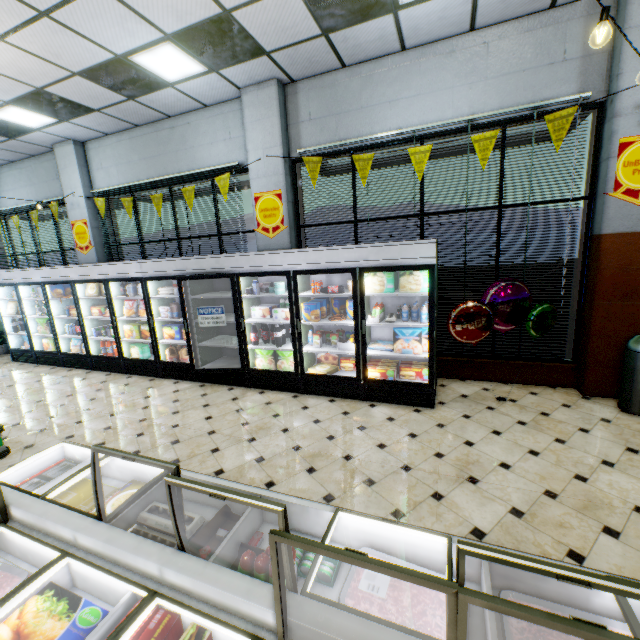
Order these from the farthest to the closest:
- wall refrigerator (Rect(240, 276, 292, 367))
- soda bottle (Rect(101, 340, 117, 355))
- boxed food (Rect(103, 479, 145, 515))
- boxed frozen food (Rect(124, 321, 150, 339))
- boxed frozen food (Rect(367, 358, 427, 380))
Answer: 1. soda bottle (Rect(101, 340, 117, 355))
2. boxed frozen food (Rect(124, 321, 150, 339))
3. wall refrigerator (Rect(240, 276, 292, 367))
4. boxed frozen food (Rect(367, 358, 427, 380))
5. boxed food (Rect(103, 479, 145, 515))

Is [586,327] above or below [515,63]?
below

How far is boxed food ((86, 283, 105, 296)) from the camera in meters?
6.7 m

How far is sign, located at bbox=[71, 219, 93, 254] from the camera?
7.47m

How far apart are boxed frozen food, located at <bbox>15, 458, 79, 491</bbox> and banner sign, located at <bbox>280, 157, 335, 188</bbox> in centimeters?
470cm

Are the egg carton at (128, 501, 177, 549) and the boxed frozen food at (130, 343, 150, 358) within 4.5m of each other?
no

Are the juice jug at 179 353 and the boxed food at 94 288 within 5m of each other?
yes

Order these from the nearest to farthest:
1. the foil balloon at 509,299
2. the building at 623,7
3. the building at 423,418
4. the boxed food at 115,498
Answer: the boxed food at 115,498 → the building at 423,418 → the building at 623,7 → the foil balloon at 509,299
